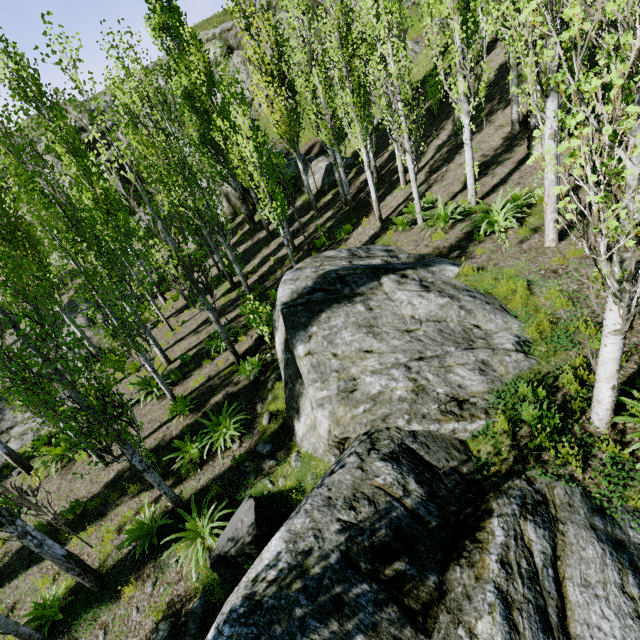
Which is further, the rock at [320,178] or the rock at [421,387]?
the rock at [320,178]

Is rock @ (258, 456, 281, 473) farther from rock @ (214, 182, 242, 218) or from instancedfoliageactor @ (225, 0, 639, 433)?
rock @ (214, 182, 242, 218)

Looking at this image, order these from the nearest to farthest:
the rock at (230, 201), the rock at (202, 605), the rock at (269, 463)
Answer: the rock at (202, 605)
the rock at (269, 463)
the rock at (230, 201)

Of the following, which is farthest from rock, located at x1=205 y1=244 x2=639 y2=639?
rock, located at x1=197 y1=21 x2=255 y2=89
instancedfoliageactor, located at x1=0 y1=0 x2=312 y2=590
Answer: rock, located at x1=197 y1=21 x2=255 y2=89

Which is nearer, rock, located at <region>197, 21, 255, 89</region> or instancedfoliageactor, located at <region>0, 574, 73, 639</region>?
instancedfoliageactor, located at <region>0, 574, 73, 639</region>

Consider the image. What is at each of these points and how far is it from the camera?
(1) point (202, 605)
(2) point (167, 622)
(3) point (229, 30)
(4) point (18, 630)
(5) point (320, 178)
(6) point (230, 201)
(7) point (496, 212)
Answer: (1) rock, 5.6 meters
(2) rock, 5.6 meters
(3) rock, 32.8 meters
(4) instancedfoliageactor, 6.0 meters
(5) rock, 20.6 meters
(6) rock, 24.8 meters
(7) instancedfoliageactor, 8.7 meters

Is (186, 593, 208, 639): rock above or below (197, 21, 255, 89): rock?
below

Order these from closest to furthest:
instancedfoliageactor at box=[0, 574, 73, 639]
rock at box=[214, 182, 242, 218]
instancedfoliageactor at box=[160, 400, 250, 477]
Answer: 1. instancedfoliageactor at box=[0, 574, 73, 639]
2. instancedfoliageactor at box=[160, 400, 250, 477]
3. rock at box=[214, 182, 242, 218]
